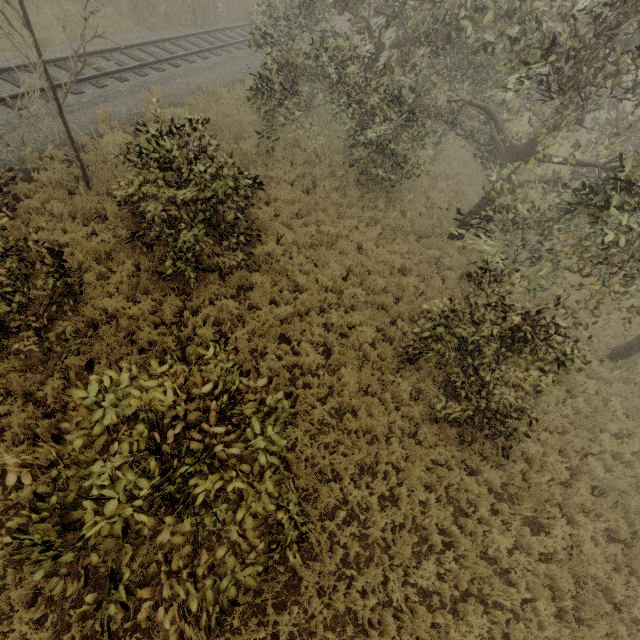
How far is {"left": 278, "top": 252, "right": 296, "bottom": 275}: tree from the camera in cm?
950

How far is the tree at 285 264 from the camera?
9.5m

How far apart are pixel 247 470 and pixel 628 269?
19.0m

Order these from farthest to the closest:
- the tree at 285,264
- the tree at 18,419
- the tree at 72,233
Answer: the tree at 285,264 → the tree at 18,419 → the tree at 72,233

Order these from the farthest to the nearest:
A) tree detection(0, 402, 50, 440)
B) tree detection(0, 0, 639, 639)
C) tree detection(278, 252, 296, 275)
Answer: Answer:
1. tree detection(278, 252, 296, 275)
2. tree detection(0, 402, 50, 440)
3. tree detection(0, 0, 639, 639)

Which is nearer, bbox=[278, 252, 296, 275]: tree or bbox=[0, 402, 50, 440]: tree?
bbox=[0, 402, 50, 440]: tree
